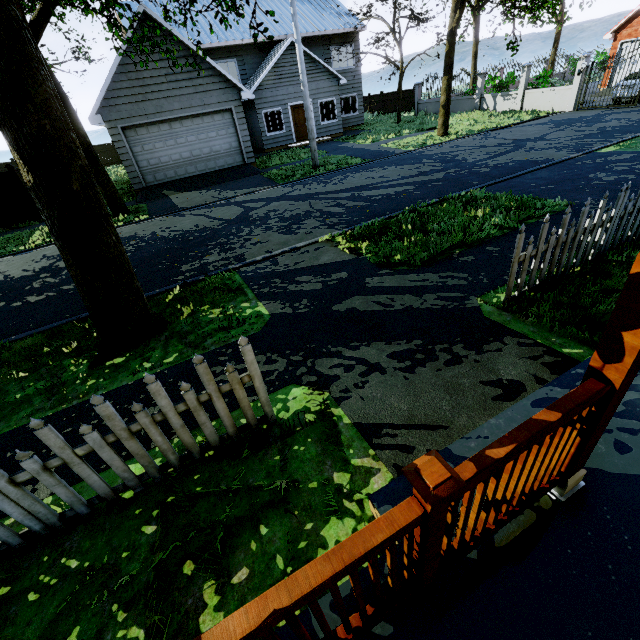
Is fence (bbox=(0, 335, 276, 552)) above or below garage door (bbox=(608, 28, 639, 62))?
below

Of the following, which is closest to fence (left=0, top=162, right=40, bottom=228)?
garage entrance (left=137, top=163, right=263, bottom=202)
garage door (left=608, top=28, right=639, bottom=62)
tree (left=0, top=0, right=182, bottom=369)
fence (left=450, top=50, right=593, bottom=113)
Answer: tree (left=0, top=0, right=182, bottom=369)

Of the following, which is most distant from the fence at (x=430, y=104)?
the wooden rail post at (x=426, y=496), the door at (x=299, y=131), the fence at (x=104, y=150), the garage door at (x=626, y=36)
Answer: the wooden rail post at (x=426, y=496)

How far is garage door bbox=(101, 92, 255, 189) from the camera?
14.0m

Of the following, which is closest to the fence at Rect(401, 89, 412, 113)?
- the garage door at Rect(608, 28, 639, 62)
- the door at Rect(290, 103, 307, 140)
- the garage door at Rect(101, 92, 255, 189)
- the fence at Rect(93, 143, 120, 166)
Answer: the garage door at Rect(608, 28, 639, 62)

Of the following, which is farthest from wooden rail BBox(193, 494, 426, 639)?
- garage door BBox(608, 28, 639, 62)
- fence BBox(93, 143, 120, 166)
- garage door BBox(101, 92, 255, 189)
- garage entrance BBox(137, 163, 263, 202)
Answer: garage door BBox(608, 28, 639, 62)

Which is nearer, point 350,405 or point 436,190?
point 350,405

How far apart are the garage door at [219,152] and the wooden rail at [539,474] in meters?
17.7
